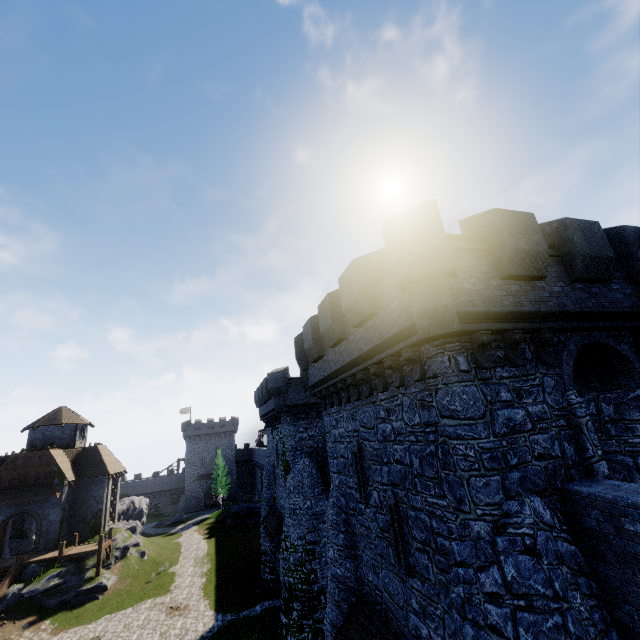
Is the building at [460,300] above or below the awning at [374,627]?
above

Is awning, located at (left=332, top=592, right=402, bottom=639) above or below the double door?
below

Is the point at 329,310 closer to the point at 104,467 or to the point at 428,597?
the point at 428,597

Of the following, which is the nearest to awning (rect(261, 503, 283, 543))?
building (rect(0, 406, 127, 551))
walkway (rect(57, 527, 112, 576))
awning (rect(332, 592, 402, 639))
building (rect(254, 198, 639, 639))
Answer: building (rect(254, 198, 639, 639))

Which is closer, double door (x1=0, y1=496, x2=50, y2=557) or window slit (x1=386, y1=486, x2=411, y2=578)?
window slit (x1=386, y1=486, x2=411, y2=578)

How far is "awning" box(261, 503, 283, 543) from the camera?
23.91m

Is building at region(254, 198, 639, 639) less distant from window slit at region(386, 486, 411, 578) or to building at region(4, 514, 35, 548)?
window slit at region(386, 486, 411, 578)

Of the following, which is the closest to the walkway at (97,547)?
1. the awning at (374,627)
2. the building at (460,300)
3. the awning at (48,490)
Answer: the awning at (48,490)
